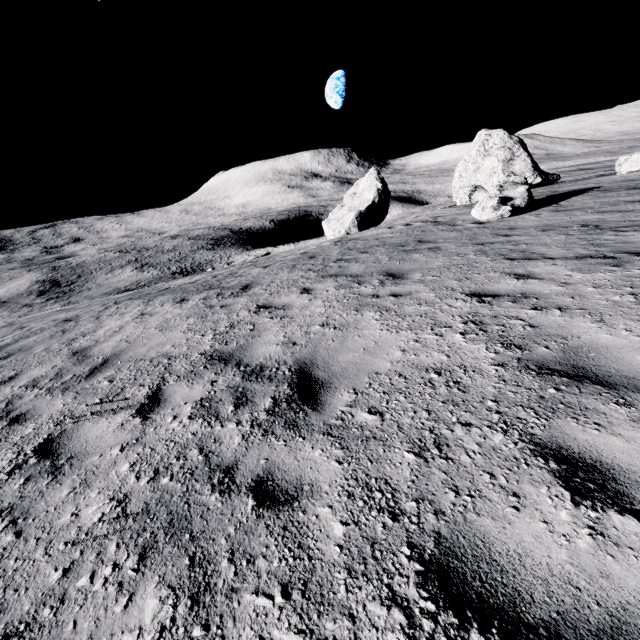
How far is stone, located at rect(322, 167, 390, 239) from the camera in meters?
29.8

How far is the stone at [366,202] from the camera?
29.8m

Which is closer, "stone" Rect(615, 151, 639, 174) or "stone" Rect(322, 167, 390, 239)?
"stone" Rect(615, 151, 639, 174)

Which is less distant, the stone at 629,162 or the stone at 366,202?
the stone at 629,162

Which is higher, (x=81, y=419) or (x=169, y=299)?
(x=81, y=419)
